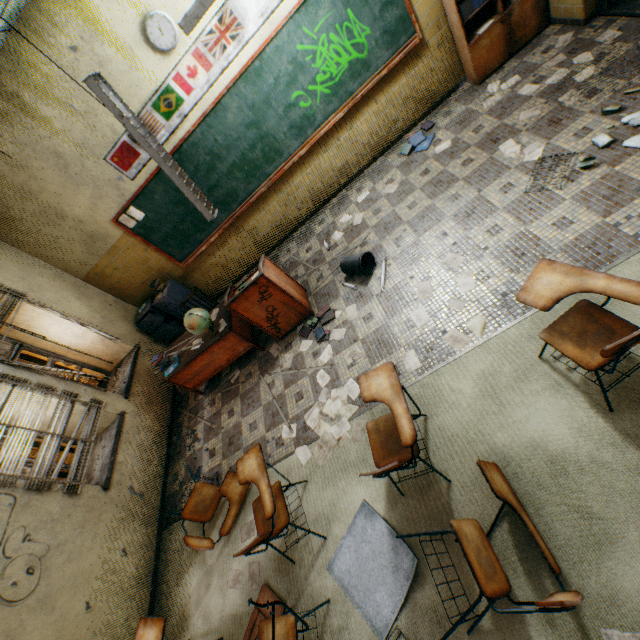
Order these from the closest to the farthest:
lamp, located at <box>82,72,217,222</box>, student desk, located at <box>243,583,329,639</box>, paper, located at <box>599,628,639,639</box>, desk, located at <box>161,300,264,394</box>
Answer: paper, located at <box>599,628,639,639</box>
student desk, located at <box>243,583,329,639</box>
lamp, located at <box>82,72,217,222</box>
desk, located at <box>161,300,264,394</box>

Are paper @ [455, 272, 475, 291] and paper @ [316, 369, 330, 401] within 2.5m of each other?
yes

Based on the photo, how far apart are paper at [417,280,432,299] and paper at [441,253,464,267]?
0.27m

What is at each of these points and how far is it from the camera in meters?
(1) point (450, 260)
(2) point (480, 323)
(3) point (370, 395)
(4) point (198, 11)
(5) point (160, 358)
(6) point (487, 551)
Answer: (1) paper, 3.5
(2) paper, 2.9
(3) student desk, 2.5
(4) lamp, 2.6
(5) book, 4.6
(6) student desk, 2.0

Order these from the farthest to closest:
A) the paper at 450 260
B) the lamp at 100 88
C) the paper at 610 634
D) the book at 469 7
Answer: the book at 469 7 → the paper at 450 260 → the lamp at 100 88 → the paper at 610 634

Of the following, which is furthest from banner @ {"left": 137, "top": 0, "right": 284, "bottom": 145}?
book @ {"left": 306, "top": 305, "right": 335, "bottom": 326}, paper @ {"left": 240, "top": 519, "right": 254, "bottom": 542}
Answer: paper @ {"left": 240, "top": 519, "right": 254, "bottom": 542}

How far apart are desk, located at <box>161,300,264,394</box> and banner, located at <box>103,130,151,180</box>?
2.2 meters

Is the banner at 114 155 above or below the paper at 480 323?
above
